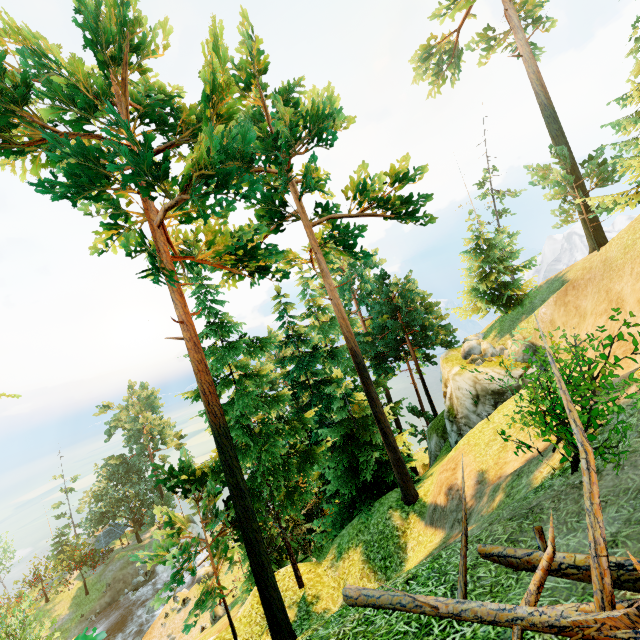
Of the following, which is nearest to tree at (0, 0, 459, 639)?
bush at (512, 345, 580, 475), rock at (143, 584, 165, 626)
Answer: rock at (143, 584, 165, 626)

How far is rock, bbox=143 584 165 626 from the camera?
37.88m

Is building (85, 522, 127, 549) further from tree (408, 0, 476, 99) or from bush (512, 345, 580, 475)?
bush (512, 345, 580, 475)

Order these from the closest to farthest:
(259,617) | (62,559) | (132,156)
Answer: (132,156), (259,617), (62,559)

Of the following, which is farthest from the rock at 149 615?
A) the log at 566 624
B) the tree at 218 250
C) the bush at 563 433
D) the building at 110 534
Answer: the bush at 563 433

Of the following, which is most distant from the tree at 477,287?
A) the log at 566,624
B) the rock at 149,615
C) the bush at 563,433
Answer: the bush at 563,433

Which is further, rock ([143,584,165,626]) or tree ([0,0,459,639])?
rock ([143,584,165,626])

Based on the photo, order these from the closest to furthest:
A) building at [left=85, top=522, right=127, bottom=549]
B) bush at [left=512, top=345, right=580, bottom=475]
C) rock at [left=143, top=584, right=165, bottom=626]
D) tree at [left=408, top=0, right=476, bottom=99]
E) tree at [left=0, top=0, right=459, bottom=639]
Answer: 1. bush at [left=512, top=345, right=580, bottom=475]
2. tree at [left=0, top=0, right=459, bottom=639]
3. tree at [left=408, top=0, right=476, bottom=99]
4. rock at [left=143, top=584, right=165, bottom=626]
5. building at [left=85, top=522, right=127, bottom=549]
